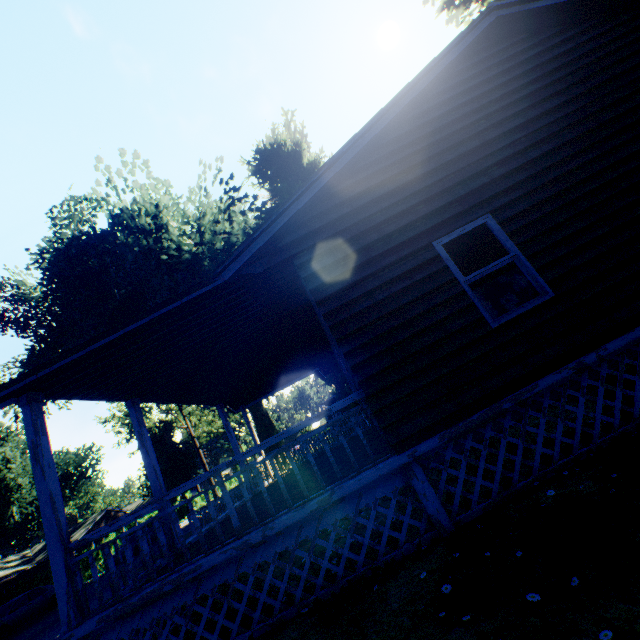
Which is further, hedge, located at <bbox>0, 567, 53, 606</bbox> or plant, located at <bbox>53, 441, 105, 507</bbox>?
plant, located at <bbox>53, 441, 105, 507</bbox>

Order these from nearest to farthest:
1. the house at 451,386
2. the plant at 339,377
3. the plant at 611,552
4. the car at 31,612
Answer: the plant at 611,552 → the house at 451,386 → the plant at 339,377 → the car at 31,612

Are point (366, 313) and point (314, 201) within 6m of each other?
yes

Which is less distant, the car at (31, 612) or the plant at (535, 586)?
the plant at (535, 586)

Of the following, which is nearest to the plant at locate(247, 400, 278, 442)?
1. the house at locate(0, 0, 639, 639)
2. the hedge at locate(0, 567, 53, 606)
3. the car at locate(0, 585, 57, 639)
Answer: the house at locate(0, 0, 639, 639)

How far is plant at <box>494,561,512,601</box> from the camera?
2.59m

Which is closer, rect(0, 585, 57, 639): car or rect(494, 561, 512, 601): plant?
rect(494, 561, 512, 601): plant
